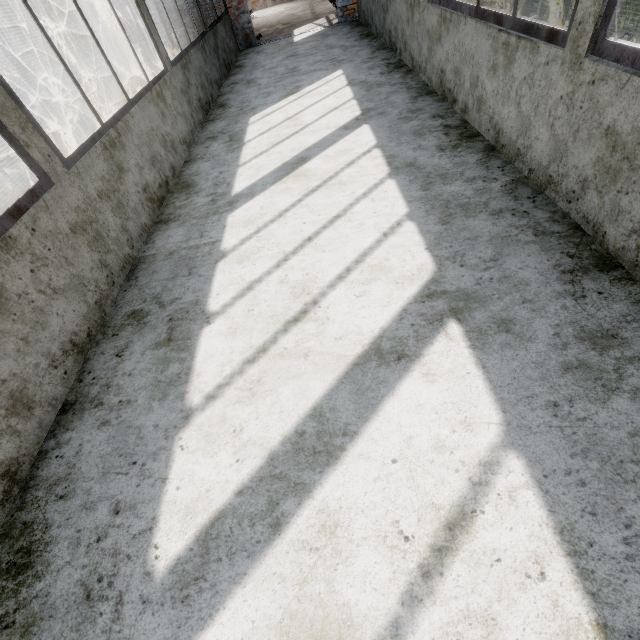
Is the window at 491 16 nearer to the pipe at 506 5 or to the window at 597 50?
the window at 597 50

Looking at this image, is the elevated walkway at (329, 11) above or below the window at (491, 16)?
below

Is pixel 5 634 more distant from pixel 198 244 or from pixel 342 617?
pixel 198 244

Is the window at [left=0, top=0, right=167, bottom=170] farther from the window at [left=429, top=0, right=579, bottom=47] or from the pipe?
the window at [left=429, top=0, right=579, bottom=47]

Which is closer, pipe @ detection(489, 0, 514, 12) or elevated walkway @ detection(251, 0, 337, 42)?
pipe @ detection(489, 0, 514, 12)

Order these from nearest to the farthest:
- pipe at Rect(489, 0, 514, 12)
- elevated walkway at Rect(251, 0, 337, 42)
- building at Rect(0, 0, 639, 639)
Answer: building at Rect(0, 0, 639, 639)
pipe at Rect(489, 0, 514, 12)
elevated walkway at Rect(251, 0, 337, 42)

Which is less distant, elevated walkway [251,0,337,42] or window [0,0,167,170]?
window [0,0,167,170]

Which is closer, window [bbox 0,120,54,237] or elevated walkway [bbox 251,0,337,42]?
window [bbox 0,120,54,237]
